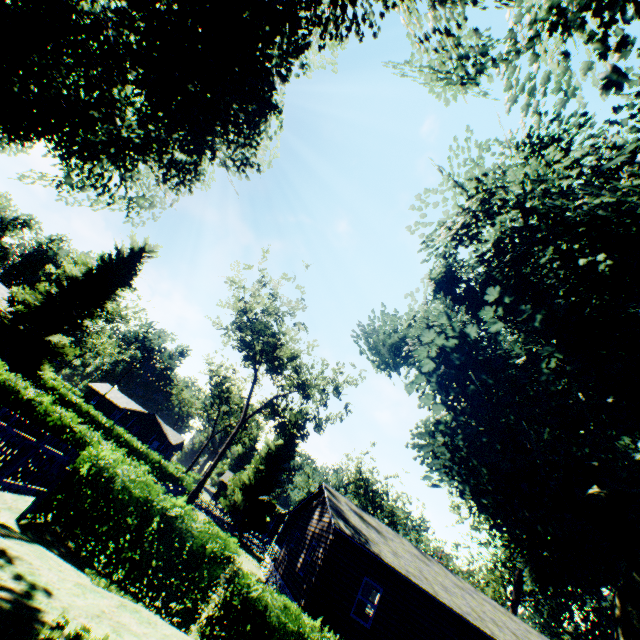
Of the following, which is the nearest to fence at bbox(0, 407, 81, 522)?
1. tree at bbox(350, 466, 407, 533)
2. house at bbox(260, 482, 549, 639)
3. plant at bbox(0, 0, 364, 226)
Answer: plant at bbox(0, 0, 364, 226)

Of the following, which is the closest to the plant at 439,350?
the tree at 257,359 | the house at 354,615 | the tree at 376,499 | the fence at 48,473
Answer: the fence at 48,473

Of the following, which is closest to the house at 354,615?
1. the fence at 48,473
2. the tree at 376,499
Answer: the fence at 48,473

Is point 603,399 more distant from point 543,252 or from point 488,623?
point 488,623

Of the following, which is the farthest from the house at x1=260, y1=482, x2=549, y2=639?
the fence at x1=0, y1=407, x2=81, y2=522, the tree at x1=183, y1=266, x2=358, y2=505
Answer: the fence at x1=0, y1=407, x2=81, y2=522

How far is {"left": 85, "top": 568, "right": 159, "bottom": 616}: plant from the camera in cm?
649

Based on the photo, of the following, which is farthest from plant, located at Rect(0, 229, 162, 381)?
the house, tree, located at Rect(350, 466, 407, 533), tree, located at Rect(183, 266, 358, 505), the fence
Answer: tree, located at Rect(350, 466, 407, 533)
